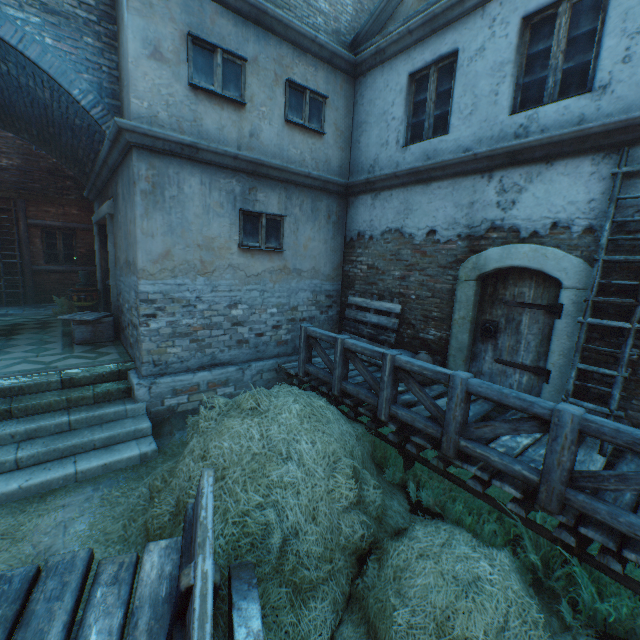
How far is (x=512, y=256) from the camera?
4.9 meters

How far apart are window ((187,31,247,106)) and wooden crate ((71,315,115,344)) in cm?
508

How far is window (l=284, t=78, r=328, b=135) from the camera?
6.32m

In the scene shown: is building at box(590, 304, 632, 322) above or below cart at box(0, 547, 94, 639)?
above

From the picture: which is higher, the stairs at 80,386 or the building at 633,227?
the building at 633,227

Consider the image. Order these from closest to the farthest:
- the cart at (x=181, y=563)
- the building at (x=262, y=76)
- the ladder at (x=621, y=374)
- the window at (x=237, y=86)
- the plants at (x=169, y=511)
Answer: the cart at (x=181, y=563), the plants at (x=169, y=511), the ladder at (x=621, y=374), the building at (x=262, y=76), the window at (x=237, y=86)

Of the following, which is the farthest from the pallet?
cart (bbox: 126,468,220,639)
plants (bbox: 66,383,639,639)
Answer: cart (bbox: 126,468,220,639)

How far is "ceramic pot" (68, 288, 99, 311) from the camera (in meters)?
9.90
